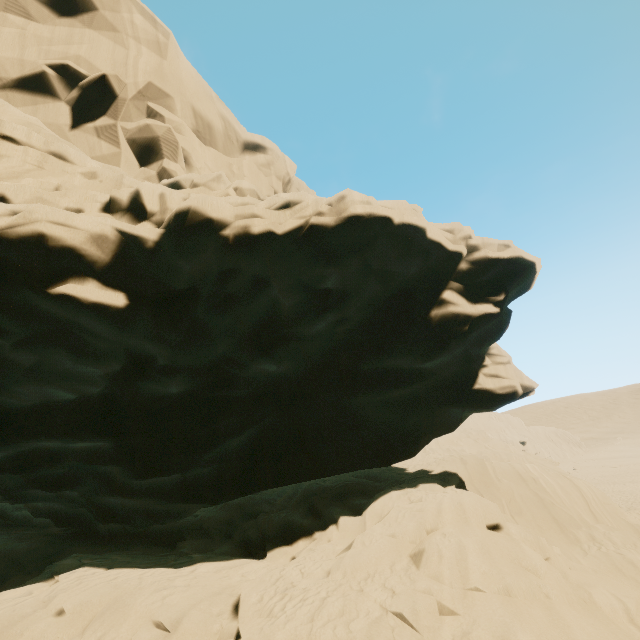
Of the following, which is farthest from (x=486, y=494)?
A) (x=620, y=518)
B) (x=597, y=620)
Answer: (x=620, y=518)
